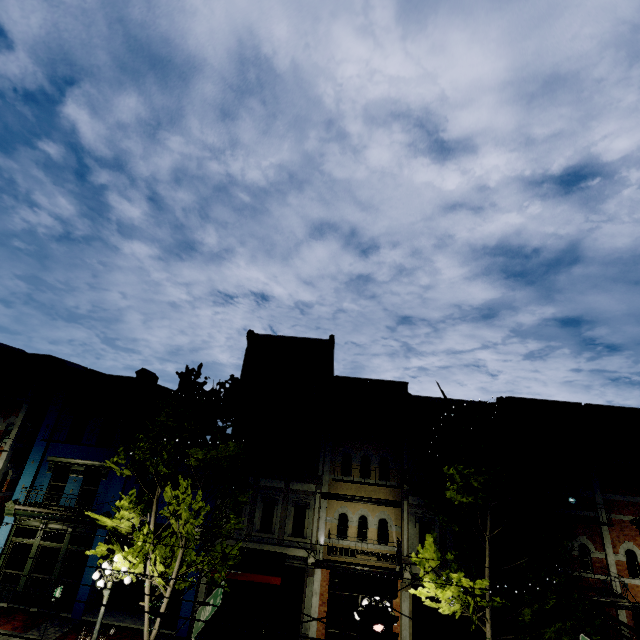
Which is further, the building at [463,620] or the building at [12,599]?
the building at [12,599]

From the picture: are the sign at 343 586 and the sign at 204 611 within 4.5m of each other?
yes

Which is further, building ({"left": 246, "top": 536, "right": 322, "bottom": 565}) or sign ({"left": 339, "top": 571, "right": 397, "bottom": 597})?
building ({"left": 246, "top": 536, "right": 322, "bottom": 565})

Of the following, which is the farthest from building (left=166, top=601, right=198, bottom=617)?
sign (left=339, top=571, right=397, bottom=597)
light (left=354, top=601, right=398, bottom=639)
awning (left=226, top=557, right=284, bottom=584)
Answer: light (left=354, top=601, right=398, bottom=639)

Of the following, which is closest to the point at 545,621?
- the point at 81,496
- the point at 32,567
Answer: the point at 81,496

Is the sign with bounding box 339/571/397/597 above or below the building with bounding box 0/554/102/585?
above

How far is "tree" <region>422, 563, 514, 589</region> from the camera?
10.28m

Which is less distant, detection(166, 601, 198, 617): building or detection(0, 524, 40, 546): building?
detection(166, 601, 198, 617): building
